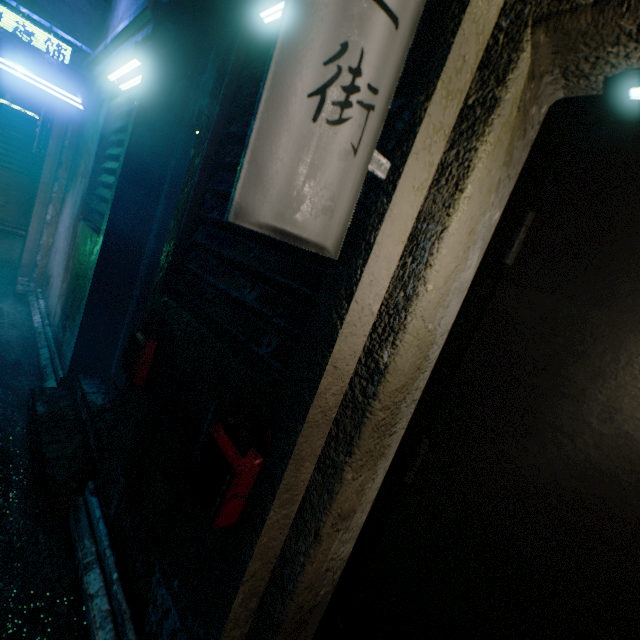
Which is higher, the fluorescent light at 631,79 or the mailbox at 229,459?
the fluorescent light at 631,79

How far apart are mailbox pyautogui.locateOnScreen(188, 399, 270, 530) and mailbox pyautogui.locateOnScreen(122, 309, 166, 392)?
0.6m

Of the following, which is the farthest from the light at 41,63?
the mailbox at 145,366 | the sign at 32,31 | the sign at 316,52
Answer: the sign at 316,52

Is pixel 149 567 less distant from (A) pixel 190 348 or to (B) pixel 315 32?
(A) pixel 190 348

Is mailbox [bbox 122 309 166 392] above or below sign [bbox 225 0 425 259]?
below

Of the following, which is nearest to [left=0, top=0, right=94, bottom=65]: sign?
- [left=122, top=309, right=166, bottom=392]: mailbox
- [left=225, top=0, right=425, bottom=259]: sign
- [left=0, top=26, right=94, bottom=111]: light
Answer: [left=0, top=26, right=94, bottom=111]: light

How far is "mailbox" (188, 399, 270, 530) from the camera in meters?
0.9 m

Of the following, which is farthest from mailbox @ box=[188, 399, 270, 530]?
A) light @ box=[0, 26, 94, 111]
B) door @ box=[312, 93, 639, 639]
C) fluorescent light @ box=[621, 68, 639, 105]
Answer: light @ box=[0, 26, 94, 111]
